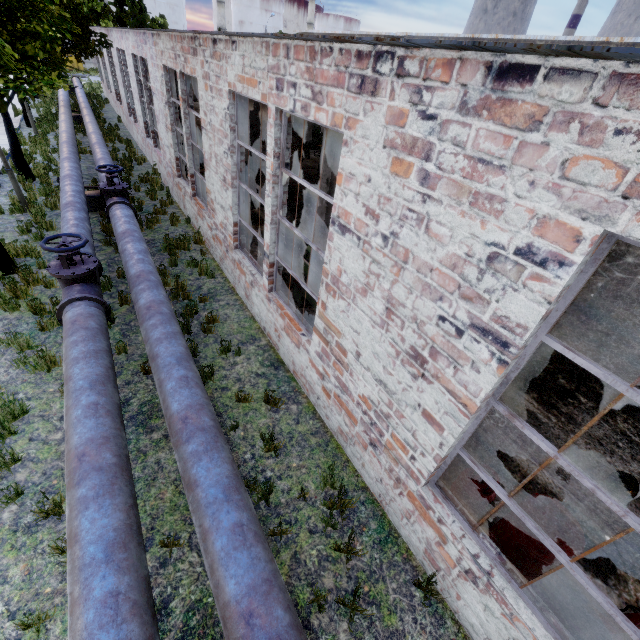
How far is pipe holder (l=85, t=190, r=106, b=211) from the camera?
10.6 meters

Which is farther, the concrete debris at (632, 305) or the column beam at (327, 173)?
the concrete debris at (632, 305)

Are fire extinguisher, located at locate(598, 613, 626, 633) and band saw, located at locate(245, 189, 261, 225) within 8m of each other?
no

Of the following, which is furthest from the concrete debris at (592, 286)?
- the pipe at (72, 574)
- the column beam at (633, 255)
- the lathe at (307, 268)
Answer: the pipe at (72, 574)

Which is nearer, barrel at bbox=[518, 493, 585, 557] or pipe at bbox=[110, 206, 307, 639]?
pipe at bbox=[110, 206, 307, 639]

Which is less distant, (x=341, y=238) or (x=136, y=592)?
(x=136, y=592)

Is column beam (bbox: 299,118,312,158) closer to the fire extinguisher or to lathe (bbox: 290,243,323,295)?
lathe (bbox: 290,243,323,295)

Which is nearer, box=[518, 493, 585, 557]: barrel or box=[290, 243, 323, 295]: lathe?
box=[518, 493, 585, 557]: barrel
